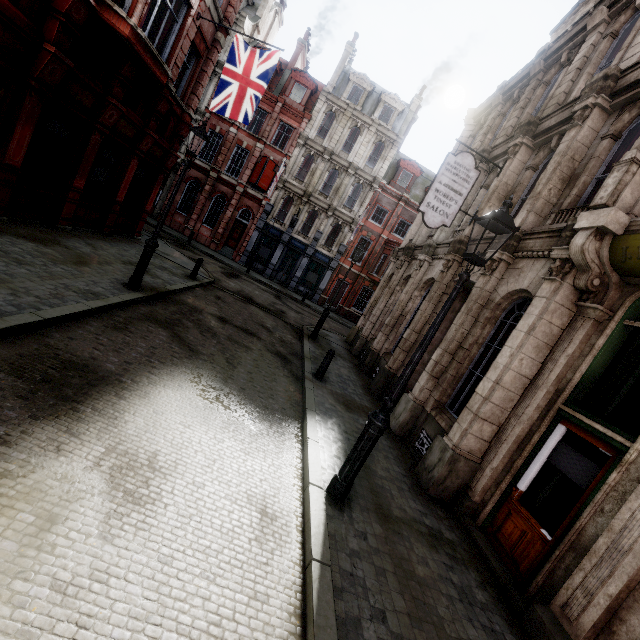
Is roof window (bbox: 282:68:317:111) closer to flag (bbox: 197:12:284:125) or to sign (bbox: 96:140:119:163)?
flag (bbox: 197:12:284:125)

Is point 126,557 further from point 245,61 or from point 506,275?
point 245,61

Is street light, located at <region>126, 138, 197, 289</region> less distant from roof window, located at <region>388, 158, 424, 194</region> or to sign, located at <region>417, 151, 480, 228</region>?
sign, located at <region>417, 151, 480, 228</region>

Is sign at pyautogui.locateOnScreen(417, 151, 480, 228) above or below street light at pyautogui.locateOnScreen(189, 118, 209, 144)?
above

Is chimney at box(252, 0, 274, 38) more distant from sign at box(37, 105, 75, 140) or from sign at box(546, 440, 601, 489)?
sign at box(546, 440, 601, 489)

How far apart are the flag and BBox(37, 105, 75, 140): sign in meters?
4.6

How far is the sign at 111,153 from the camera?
11.3 meters

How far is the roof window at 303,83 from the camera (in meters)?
27.70
